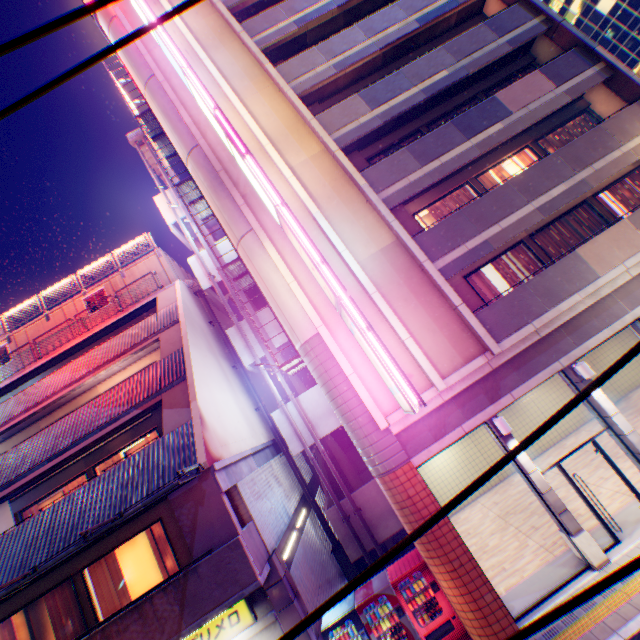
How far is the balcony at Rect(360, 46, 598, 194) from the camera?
11.4 meters

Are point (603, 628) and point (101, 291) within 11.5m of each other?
no

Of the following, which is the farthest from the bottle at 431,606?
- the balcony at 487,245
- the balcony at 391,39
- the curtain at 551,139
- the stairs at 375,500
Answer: the balcony at 391,39

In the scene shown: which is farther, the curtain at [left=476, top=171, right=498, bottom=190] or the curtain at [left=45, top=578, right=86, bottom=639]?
the curtain at [left=476, top=171, right=498, bottom=190]

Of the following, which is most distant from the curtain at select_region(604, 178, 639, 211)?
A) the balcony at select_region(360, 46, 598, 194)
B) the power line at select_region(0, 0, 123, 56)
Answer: the power line at select_region(0, 0, 123, 56)

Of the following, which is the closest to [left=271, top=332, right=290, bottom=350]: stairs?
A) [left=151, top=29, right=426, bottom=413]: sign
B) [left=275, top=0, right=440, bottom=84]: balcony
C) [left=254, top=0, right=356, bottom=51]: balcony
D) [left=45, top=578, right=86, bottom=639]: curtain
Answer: [left=151, top=29, right=426, bottom=413]: sign

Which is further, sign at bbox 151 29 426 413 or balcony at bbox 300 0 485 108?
balcony at bbox 300 0 485 108

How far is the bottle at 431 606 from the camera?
8.6 meters
